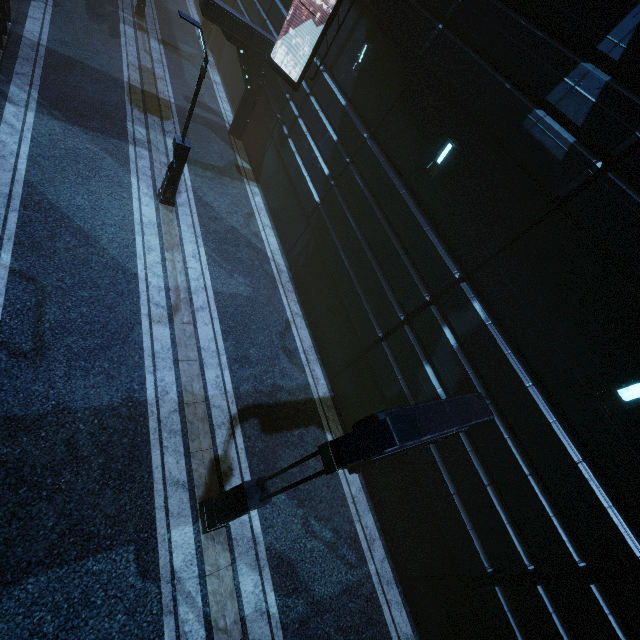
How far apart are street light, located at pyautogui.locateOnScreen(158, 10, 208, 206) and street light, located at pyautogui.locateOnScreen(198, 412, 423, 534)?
10.1m

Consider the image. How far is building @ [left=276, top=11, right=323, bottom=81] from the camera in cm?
1338

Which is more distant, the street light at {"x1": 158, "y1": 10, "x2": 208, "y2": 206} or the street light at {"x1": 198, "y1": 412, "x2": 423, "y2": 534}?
the street light at {"x1": 158, "y1": 10, "x2": 208, "y2": 206}

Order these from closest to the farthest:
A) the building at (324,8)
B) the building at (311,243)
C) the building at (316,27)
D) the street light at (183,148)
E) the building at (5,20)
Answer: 1. the building at (311,243)
2. the street light at (183,148)
3. the building at (5,20)
4. the building at (324,8)
5. the building at (316,27)

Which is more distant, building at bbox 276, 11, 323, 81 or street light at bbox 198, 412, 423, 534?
building at bbox 276, 11, 323, 81

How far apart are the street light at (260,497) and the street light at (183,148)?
10.06m

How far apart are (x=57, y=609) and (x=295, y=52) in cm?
1910

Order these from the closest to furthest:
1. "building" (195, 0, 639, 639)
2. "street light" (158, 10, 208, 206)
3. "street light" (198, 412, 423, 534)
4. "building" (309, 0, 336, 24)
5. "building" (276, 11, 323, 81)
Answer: "street light" (198, 412, 423, 534), "building" (195, 0, 639, 639), "street light" (158, 10, 208, 206), "building" (309, 0, 336, 24), "building" (276, 11, 323, 81)
